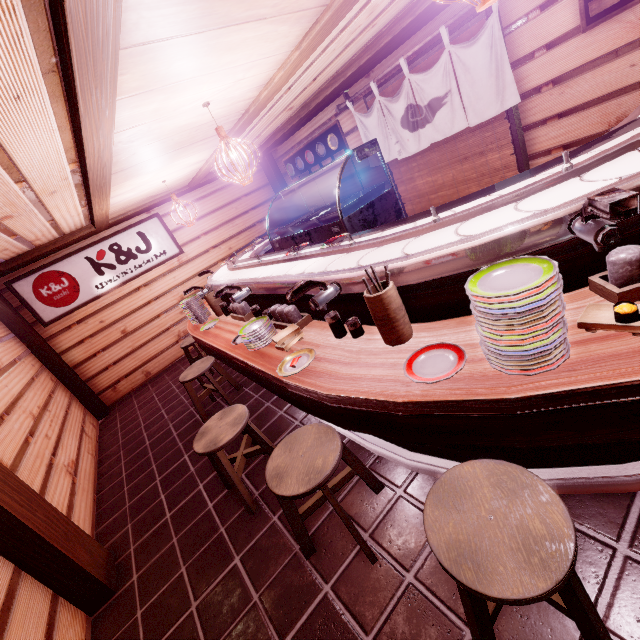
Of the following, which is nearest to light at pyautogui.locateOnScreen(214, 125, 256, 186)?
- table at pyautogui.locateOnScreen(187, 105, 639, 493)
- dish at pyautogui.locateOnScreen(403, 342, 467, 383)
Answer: table at pyautogui.locateOnScreen(187, 105, 639, 493)

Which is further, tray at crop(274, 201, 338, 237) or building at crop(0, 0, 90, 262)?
tray at crop(274, 201, 338, 237)

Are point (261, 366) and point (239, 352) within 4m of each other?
yes

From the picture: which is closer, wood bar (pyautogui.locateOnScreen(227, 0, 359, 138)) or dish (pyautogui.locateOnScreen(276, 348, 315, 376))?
dish (pyautogui.locateOnScreen(276, 348, 315, 376))

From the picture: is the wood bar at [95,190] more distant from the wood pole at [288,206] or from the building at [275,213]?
the wood pole at [288,206]

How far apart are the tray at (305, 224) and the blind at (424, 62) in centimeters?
361cm

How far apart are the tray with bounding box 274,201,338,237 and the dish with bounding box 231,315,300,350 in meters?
2.1 m

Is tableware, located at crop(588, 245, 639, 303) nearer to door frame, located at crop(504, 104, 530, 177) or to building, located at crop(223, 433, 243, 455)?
building, located at crop(223, 433, 243, 455)
